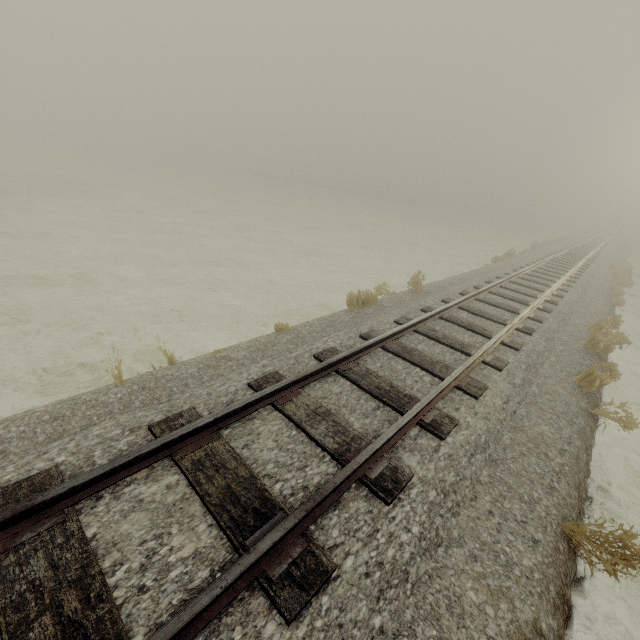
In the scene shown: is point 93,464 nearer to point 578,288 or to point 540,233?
point 578,288
